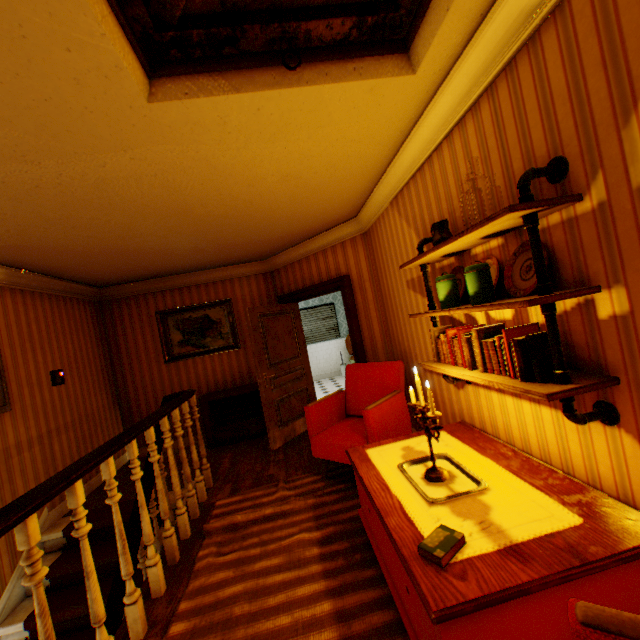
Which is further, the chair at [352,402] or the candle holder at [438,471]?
the chair at [352,402]

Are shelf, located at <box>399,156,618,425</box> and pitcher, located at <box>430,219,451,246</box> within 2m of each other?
yes

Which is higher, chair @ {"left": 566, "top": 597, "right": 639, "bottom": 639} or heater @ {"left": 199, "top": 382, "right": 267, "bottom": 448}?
chair @ {"left": 566, "top": 597, "right": 639, "bottom": 639}

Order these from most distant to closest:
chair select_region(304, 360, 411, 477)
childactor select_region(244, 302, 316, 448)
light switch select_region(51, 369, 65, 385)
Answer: childactor select_region(244, 302, 316, 448) < light switch select_region(51, 369, 65, 385) < chair select_region(304, 360, 411, 477)

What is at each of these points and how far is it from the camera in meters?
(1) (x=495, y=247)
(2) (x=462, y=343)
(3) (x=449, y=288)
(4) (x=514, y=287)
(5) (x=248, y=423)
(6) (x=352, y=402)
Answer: (1) building, 2.1
(2) book row, 2.2
(3) jar, 2.3
(4) plate, 1.9
(5) heater, 5.7
(6) chair, 4.1

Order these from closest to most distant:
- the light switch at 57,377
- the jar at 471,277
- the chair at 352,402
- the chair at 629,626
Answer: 1. the chair at 629,626
2. the jar at 471,277
3. the chair at 352,402
4. the light switch at 57,377

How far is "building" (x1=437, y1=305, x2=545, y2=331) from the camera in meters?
1.9 m

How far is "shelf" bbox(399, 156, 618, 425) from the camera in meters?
1.5
